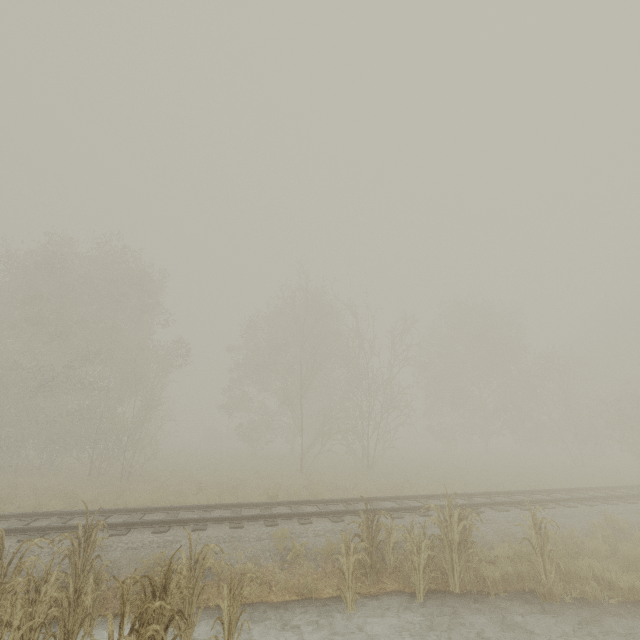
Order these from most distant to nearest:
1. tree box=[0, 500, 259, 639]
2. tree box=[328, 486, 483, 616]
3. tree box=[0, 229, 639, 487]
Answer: tree box=[0, 229, 639, 487] < tree box=[328, 486, 483, 616] < tree box=[0, 500, 259, 639]

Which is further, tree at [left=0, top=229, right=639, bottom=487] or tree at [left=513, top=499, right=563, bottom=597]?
tree at [left=0, top=229, right=639, bottom=487]

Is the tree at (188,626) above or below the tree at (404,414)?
below

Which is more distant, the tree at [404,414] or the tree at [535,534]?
the tree at [404,414]

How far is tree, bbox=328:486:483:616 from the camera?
6.5m

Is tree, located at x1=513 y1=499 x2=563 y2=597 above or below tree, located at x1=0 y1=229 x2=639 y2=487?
below

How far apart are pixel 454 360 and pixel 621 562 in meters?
31.5 m

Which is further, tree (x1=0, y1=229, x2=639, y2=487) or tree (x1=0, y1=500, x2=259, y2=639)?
tree (x1=0, y1=229, x2=639, y2=487)
